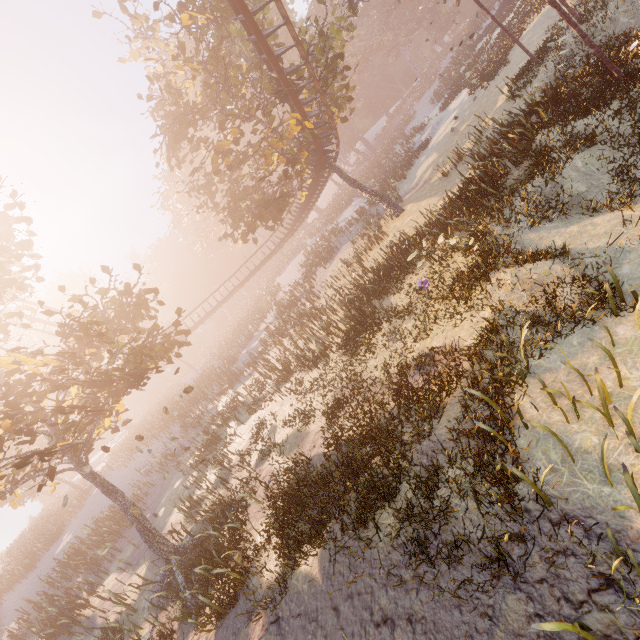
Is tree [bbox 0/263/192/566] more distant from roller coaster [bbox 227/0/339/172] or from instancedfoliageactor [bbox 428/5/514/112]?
instancedfoliageactor [bbox 428/5/514/112]

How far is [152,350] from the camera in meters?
12.2

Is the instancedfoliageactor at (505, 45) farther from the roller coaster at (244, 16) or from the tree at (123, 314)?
the roller coaster at (244, 16)

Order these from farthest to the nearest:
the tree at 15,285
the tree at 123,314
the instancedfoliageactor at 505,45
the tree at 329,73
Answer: the instancedfoliageactor at 505,45
the tree at 329,73
the tree at 15,285
the tree at 123,314

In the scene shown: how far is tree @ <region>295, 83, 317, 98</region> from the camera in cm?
1731

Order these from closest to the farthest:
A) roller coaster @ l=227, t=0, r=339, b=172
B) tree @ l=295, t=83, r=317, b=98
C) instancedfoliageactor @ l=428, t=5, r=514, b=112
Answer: roller coaster @ l=227, t=0, r=339, b=172
tree @ l=295, t=83, r=317, b=98
instancedfoliageactor @ l=428, t=5, r=514, b=112

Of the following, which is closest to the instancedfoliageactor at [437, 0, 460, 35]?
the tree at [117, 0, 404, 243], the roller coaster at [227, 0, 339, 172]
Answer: the tree at [117, 0, 404, 243]
